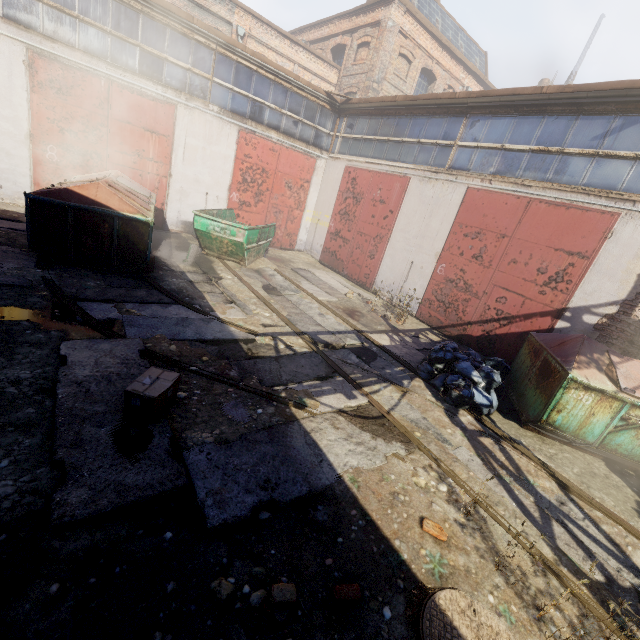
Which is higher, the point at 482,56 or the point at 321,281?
the point at 482,56

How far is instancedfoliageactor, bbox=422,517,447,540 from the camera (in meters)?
3.24

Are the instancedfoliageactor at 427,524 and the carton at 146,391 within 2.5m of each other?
no

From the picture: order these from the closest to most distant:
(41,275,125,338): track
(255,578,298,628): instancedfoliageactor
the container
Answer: (255,578,298,628): instancedfoliageactor → (41,275,125,338): track → the container

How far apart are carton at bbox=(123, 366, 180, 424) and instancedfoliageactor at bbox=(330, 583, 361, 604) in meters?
2.4 m

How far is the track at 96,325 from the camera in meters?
5.0

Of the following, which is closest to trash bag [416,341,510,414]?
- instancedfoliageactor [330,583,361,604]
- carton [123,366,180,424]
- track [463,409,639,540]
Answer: track [463,409,639,540]

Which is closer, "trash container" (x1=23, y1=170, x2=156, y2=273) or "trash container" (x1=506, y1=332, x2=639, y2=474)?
"trash container" (x1=506, y1=332, x2=639, y2=474)
